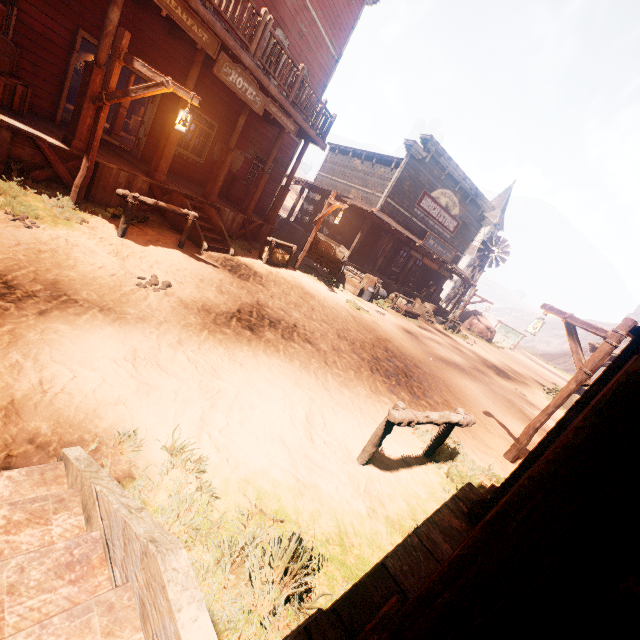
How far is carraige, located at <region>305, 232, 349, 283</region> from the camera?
13.27m

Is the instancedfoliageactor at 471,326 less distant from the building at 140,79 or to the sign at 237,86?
the building at 140,79

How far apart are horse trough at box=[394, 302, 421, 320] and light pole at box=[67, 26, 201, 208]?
12.9m

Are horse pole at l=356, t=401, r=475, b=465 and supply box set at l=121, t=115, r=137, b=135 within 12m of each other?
no

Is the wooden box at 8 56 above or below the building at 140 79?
below

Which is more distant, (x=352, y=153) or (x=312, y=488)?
(x=352, y=153)

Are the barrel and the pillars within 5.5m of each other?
yes

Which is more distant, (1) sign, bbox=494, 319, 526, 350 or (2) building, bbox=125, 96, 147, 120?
(1) sign, bbox=494, 319, 526, 350
